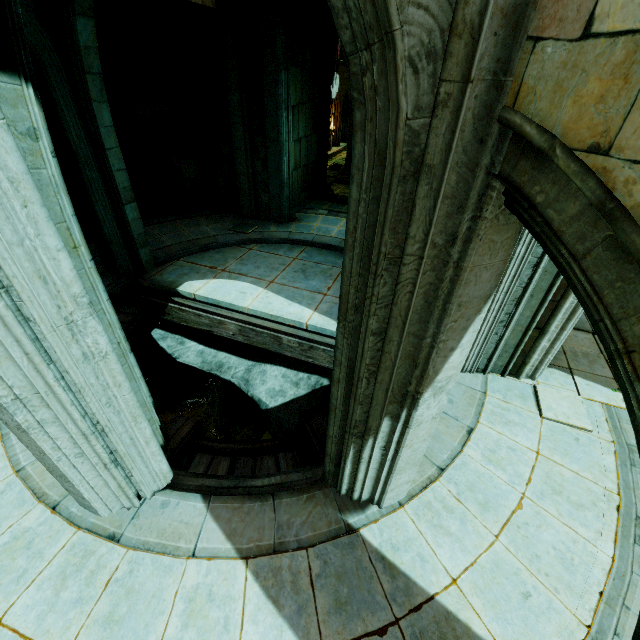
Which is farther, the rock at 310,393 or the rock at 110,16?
the rock at 310,393

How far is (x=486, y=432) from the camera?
5.4m

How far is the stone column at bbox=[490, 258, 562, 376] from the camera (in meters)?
5.09

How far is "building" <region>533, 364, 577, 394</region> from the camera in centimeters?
623cm

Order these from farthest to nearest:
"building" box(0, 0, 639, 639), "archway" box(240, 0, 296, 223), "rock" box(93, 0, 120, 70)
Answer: "archway" box(240, 0, 296, 223) → "rock" box(93, 0, 120, 70) → "building" box(0, 0, 639, 639)

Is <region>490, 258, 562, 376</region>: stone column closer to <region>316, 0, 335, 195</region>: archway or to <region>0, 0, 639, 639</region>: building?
<region>0, 0, 639, 639</region>: building

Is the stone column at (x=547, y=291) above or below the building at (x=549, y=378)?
above

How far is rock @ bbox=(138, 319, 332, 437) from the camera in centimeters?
818cm
